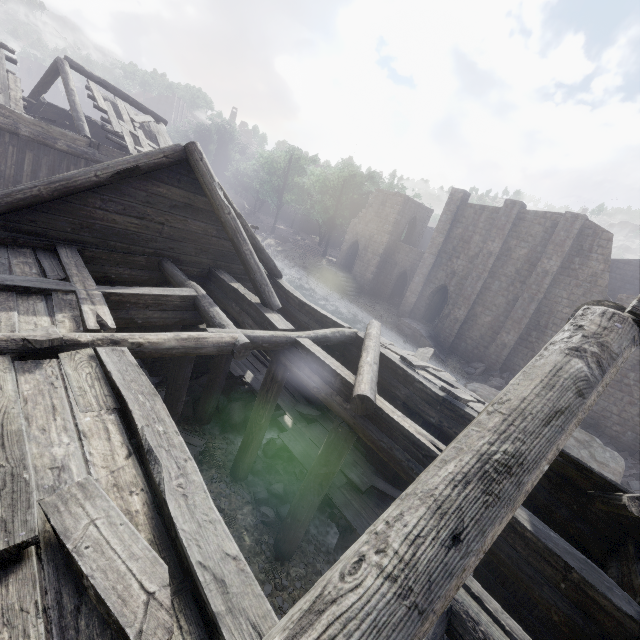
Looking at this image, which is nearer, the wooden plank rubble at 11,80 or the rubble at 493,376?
the wooden plank rubble at 11,80

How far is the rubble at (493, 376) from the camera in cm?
2303

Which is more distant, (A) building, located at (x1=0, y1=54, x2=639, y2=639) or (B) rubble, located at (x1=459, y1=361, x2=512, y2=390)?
(B) rubble, located at (x1=459, y1=361, x2=512, y2=390)

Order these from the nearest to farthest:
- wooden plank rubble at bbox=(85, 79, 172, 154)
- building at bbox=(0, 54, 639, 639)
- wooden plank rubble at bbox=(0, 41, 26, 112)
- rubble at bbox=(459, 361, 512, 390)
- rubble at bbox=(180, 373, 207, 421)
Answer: building at bbox=(0, 54, 639, 639) → rubble at bbox=(180, 373, 207, 421) → wooden plank rubble at bbox=(0, 41, 26, 112) → wooden plank rubble at bbox=(85, 79, 172, 154) → rubble at bbox=(459, 361, 512, 390)

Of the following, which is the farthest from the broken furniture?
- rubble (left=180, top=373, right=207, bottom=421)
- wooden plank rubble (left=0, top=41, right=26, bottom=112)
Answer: wooden plank rubble (left=0, top=41, right=26, bottom=112)

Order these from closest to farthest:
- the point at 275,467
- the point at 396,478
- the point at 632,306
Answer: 1. the point at 632,306
2. the point at 396,478
3. the point at 275,467

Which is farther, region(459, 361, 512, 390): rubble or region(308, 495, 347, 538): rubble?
region(459, 361, 512, 390): rubble

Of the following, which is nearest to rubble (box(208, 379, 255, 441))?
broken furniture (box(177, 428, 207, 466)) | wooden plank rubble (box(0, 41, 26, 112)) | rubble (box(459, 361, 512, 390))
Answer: broken furniture (box(177, 428, 207, 466))
